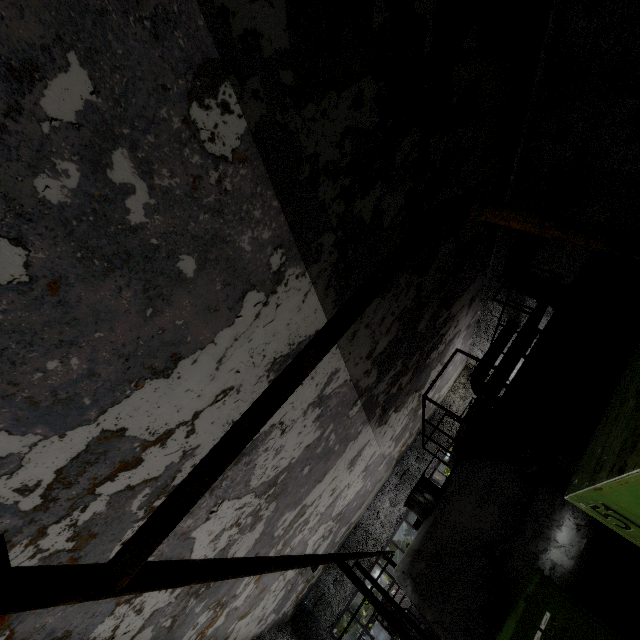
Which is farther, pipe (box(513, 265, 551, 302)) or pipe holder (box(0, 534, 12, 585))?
pipe (box(513, 265, 551, 302))

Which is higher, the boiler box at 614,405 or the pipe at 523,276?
the pipe at 523,276

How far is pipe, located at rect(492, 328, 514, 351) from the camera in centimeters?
1544cm

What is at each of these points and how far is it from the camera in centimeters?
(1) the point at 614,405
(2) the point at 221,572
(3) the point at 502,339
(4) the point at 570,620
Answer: (1) boiler box, 232cm
(2) pipe, 214cm
(3) pipe, 1557cm
(4) power box, 335cm

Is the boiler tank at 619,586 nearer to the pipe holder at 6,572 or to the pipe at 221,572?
the pipe holder at 6,572

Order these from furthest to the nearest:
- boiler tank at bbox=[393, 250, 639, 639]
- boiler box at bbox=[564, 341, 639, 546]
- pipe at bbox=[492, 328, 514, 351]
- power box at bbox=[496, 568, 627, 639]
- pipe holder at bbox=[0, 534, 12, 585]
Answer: pipe at bbox=[492, 328, 514, 351] → boiler tank at bbox=[393, 250, 639, 639] → power box at bbox=[496, 568, 627, 639] → boiler box at bbox=[564, 341, 639, 546] → pipe holder at bbox=[0, 534, 12, 585]

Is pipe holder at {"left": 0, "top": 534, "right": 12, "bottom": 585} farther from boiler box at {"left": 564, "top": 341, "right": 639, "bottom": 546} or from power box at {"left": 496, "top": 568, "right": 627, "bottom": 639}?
power box at {"left": 496, "top": 568, "right": 627, "bottom": 639}

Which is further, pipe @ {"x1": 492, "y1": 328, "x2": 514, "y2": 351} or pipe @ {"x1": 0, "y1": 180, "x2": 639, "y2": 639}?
pipe @ {"x1": 492, "y1": 328, "x2": 514, "y2": 351}
